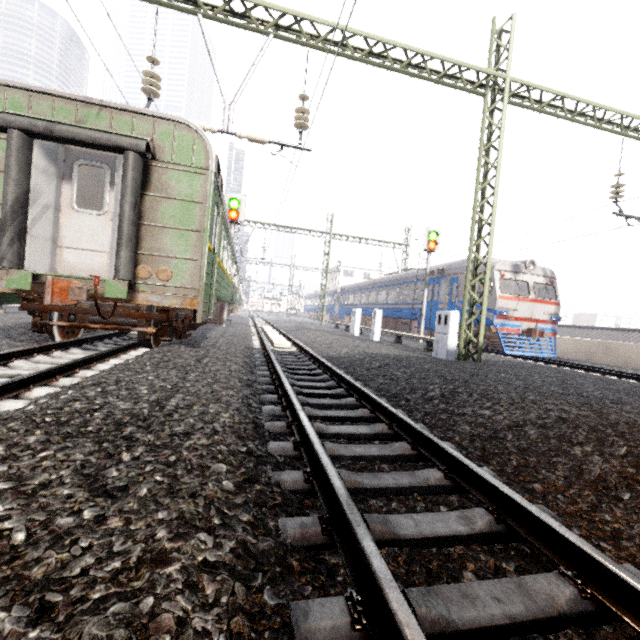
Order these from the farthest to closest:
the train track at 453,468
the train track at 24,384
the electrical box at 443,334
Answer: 1. the electrical box at 443,334
2. the train track at 24,384
3. the train track at 453,468

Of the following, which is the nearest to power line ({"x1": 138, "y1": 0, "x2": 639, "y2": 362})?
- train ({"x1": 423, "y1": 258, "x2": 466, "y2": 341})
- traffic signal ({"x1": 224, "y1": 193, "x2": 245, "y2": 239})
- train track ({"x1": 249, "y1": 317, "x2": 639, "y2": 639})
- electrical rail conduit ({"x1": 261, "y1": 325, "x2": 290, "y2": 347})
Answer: train ({"x1": 423, "y1": 258, "x2": 466, "y2": 341})

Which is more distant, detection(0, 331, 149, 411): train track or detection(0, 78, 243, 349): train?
detection(0, 78, 243, 349): train

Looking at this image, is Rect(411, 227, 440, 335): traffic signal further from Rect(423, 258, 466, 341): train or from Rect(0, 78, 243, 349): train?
Rect(0, 78, 243, 349): train

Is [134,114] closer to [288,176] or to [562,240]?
[288,176]

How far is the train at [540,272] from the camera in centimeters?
1355cm

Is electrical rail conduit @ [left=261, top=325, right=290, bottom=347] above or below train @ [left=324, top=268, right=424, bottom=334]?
below

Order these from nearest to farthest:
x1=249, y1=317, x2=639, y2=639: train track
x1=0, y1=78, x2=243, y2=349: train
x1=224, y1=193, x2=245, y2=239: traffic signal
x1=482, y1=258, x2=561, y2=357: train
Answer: x1=249, y1=317, x2=639, y2=639: train track, x1=0, y1=78, x2=243, y2=349: train, x1=482, y1=258, x2=561, y2=357: train, x1=224, y1=193, x2=245, y2=239: traffic signal
